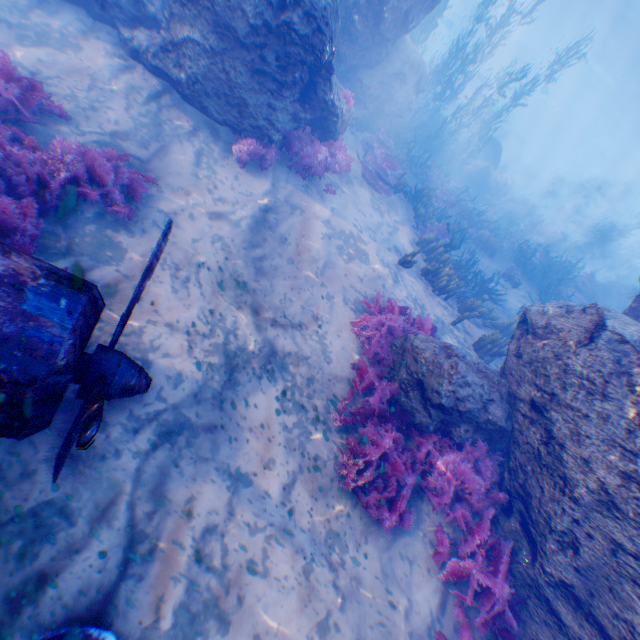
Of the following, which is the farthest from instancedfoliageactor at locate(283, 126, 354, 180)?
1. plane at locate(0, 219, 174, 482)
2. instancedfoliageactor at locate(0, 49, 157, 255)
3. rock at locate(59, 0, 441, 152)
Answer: plane at locate(0, 219, 174, 482)

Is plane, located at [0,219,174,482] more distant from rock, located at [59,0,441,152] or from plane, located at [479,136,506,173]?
plane, located at [479,136,506,173]

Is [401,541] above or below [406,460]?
below

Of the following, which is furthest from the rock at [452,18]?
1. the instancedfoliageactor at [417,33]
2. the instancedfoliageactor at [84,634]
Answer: the instancedfoliageactor at [84,634]

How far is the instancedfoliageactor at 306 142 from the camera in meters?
7.9

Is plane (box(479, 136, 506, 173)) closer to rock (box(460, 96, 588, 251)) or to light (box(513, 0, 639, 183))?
rock (box(460, 96, 588, 251))

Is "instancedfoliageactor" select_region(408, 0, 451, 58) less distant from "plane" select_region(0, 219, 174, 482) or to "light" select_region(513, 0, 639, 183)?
"light" select_region(513, 0, 639, 183)

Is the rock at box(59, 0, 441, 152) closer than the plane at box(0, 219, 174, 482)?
No
